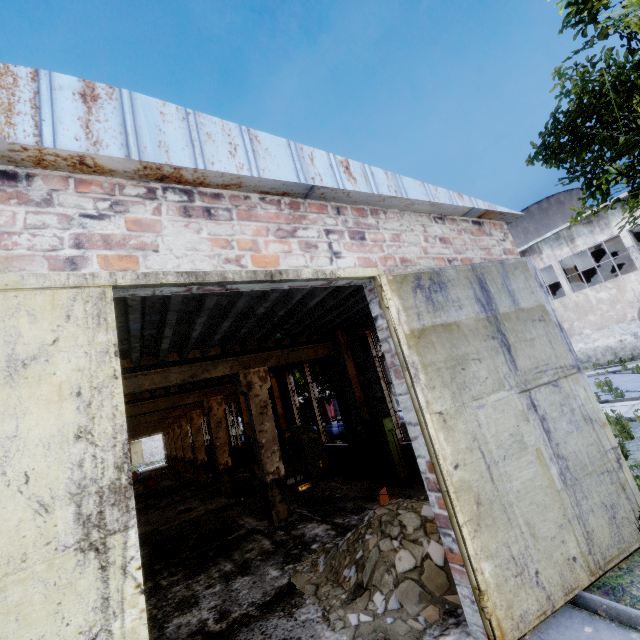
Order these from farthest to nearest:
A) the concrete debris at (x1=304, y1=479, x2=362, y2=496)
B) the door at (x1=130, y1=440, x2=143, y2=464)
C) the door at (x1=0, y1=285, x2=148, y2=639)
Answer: the door at (x1=130, y1=440, x2=143, y2=464) → the concrete debris at (x1=304, y1=479, x2=362, y2=496) → the door at (x1=0, y1=285, x2=148, y2=639)

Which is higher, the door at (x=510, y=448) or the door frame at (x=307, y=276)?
the door frame at (x=307, y=276)

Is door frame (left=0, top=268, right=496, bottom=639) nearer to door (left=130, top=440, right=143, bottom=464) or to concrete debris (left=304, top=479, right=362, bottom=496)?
concrete debris (left=304, top=479, right=362, bottom=496)

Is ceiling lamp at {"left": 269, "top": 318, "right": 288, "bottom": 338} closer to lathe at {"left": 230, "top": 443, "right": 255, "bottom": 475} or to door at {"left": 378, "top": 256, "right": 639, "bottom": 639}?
door at {"left": 378, "top": 256, "right": 639, "bottom": 639}

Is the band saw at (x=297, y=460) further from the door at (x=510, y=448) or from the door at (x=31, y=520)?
the door at (x=31, y=520)

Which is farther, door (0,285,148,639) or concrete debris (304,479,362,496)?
Result: concrete debris (304,479,362,496)

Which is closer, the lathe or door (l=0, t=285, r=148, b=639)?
door (l=0, t=285, r=148, b=639)

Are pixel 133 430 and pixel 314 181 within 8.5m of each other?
no
